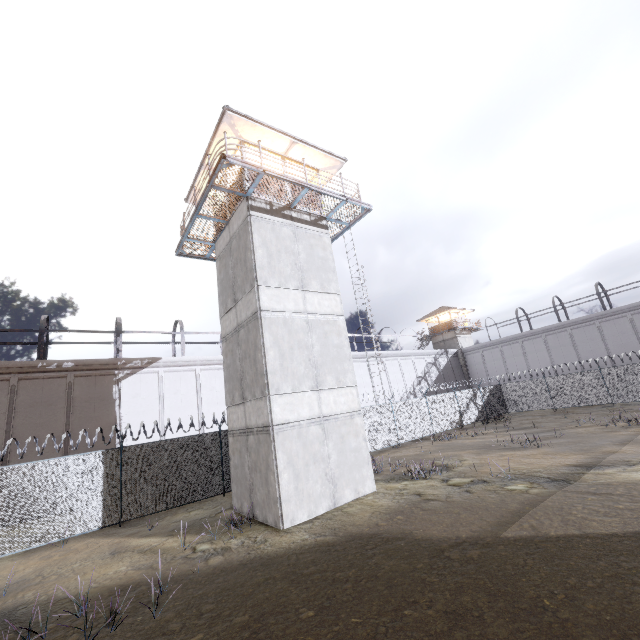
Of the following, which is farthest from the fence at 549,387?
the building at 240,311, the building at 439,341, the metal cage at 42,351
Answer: the building at 439,341

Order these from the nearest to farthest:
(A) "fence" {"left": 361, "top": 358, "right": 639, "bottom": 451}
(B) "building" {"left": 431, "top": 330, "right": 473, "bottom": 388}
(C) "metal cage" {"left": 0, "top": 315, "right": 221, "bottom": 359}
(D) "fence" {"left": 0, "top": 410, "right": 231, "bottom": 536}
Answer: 1. (D) "fence" {"left": 0, "top": 410, "right": 231, "bottom": 536}
2. (C) "metal cage" {"left": 0, "top": 315, "right": 221, "bottom": 359}
3. (A) "fence" {"left": 361, "top": 358, "right": 639, "bottom": 451}
4. (B) "building" {"left": 431, "top": 330, "right": 473, "bottom": 388}

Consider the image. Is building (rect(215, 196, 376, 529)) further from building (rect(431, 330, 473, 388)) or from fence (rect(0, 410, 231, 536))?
building (rect(431, 330, 473, 388))

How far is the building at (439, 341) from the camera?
43.6m

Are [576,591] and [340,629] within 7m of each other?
yes

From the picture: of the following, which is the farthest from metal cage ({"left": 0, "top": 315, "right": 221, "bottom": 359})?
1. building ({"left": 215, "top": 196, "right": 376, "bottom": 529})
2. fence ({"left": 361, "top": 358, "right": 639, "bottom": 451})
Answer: building ({"left": 215, "top": 196, "right": 376, "bottom": 529})

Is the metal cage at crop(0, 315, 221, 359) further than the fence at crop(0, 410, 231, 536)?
Yes

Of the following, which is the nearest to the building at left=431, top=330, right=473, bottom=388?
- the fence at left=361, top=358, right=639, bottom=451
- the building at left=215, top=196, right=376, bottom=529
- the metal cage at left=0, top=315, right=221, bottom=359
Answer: the metal cage at left=0, top=315, right=221, bottom=359
